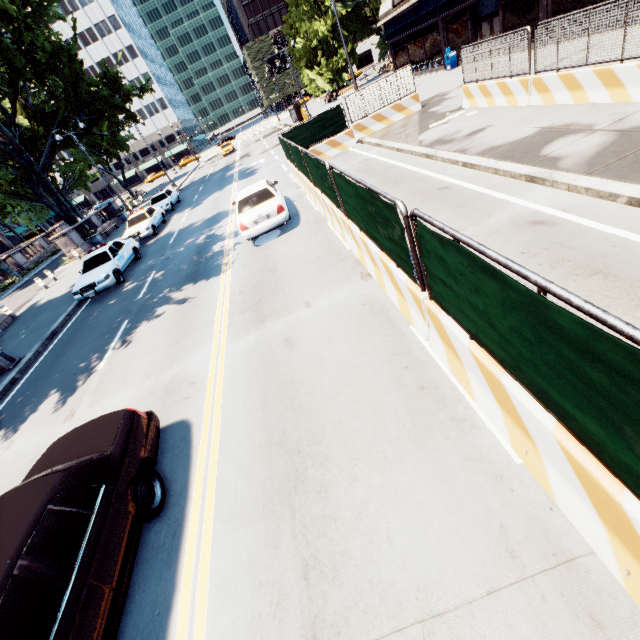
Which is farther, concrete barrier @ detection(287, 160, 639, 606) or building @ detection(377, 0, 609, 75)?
building @ detection(377, 0, 609, 75)

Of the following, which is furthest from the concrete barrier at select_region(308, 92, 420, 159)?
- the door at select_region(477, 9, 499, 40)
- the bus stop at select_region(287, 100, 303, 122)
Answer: the bus stop at select_region(287, 100, 303, 122)

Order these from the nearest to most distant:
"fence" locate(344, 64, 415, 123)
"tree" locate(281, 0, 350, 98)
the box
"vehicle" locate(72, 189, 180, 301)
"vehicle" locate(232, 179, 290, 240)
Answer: "vehicle" locate(232, 179, 290, 240) < "vehicle" locate(72, 189, 180, 301) < "fence" locate(344, 64, 415, 123) < the box < "tree" locate(281, 0, 350, 98)

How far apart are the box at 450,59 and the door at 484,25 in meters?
1.9

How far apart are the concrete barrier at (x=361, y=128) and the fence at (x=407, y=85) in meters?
0.0 m

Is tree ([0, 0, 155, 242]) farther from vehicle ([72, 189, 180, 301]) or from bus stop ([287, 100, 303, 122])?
bus stop ([287, 100, 303, 122])

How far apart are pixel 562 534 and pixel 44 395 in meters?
11.4

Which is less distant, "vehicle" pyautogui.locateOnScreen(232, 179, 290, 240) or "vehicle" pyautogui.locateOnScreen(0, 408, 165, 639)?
"vehicle" pyautogui.locateOnScreen(0, 408, 165, 639)
